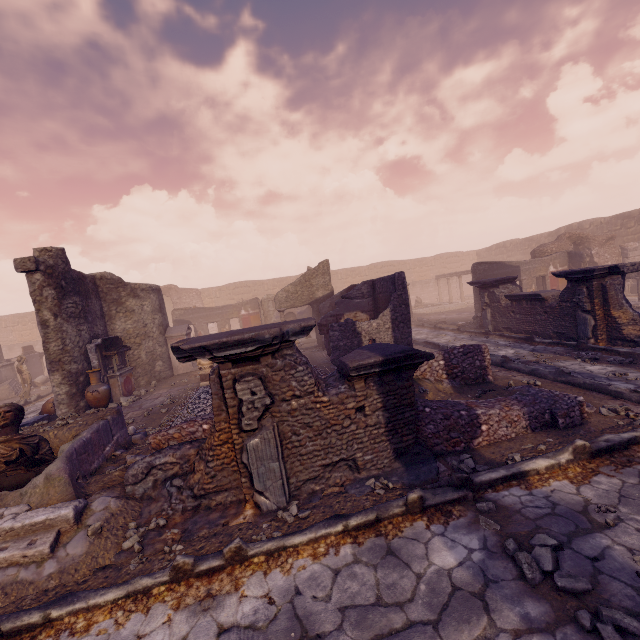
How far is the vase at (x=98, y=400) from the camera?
9.75m

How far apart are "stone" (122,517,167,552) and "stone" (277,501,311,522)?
1.4 meters

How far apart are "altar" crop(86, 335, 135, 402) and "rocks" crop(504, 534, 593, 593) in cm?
1147

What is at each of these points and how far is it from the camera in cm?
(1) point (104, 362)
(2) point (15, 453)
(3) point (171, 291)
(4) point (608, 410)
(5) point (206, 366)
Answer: (1) altar, 1068
(2) sculpture, 465
(3) wall arch, 3209
(4) stone, 521
(5) sculpture, 1139

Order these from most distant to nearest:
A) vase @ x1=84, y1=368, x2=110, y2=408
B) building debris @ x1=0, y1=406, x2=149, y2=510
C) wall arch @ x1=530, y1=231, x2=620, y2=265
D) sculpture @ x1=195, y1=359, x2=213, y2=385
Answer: wall arch @ x1=530, y1=231, x2=620, y2=265 → sculpture @ x1=195, y1=359, x2=213, y2=385 → vase @ x1=84, y1=368, x2=110, y2=408 → building debris @ x1=0, y1=406, x2=149, y2=510

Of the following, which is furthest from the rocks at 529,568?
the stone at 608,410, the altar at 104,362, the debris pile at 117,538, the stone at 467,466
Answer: the altar at 104,362

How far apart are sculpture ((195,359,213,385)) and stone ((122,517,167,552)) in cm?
751

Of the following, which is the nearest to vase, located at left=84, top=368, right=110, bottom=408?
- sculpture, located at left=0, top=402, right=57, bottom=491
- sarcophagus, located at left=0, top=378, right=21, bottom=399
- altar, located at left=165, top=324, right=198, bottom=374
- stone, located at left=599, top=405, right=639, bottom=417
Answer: altar, located at left=165, top=324, right=198, bottom=374
